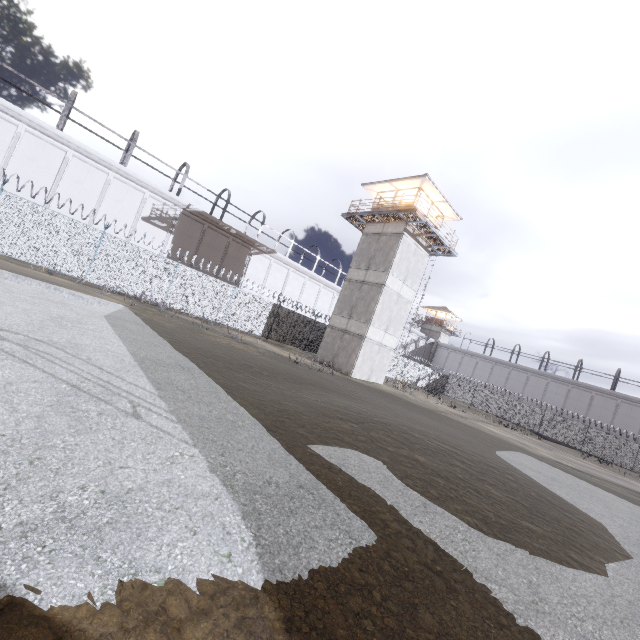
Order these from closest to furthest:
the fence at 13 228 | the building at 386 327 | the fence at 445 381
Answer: the fence at 13 228 < the building at 386 327 < the fence at 445 381

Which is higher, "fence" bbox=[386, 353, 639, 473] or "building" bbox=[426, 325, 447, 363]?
"building" bbox=[426, 325, 447, 363]

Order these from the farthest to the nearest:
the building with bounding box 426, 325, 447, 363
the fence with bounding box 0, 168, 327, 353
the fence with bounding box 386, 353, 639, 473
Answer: the building with bounding box 426, 325, 447, 363 < the fence with bounding box 386, 353, 639, 473 < the fence with bounding box 0, 168, 327, 353

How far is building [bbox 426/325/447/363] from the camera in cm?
5809

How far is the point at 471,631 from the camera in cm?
264

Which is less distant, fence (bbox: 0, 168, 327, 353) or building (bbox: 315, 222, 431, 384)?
fence (bbox: 0, 168, 327, 353)

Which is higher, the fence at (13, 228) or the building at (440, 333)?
the building at (440, 333)
